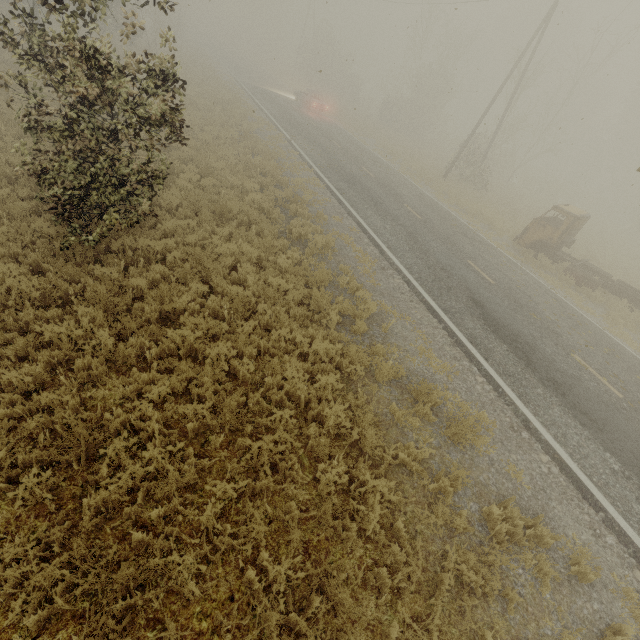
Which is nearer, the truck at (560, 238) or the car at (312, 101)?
the truck at (560, 238)

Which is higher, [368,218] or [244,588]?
[368,218]

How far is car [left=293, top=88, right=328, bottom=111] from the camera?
28.9m

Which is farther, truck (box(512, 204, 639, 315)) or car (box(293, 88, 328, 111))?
car (box(293, 88, 328, 111))

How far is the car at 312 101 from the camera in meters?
28.9
